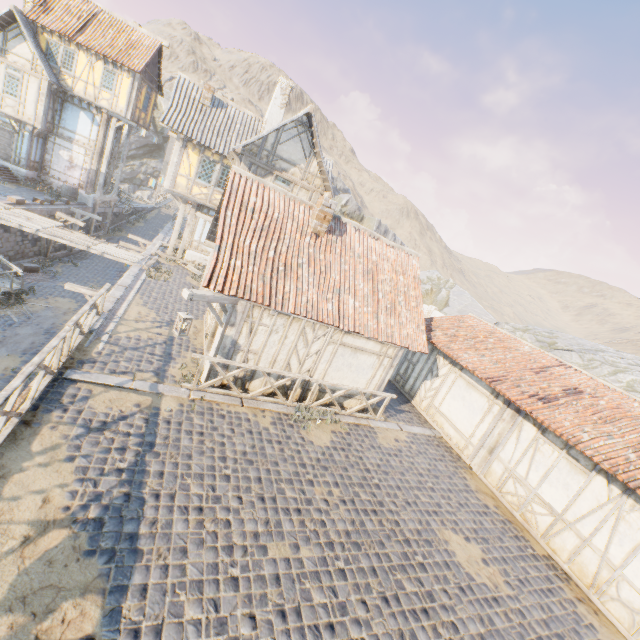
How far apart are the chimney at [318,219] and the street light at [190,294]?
3.5 meters

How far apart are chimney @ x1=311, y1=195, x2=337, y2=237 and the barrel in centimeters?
2196cm

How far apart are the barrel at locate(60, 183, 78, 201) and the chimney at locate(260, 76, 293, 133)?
14.4 meters

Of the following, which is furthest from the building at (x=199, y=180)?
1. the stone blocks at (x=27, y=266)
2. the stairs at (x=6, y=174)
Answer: the stairs at (x=6, y=174)

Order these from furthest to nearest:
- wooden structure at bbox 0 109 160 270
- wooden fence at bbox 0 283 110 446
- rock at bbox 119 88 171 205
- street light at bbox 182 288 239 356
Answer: rock at bbox 119 88 171 205, wooden structure at bbox 0 109 160 270, street light at bbox 182 288 239 356, wooden fence at bbox 0 283 110 446

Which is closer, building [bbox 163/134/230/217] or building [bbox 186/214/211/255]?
building [bbox 163/134/230/217]

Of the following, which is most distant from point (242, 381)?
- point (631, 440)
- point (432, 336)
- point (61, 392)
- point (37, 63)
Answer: point (37, 63)

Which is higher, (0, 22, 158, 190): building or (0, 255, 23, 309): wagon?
(0, 22, 158, 190): building
